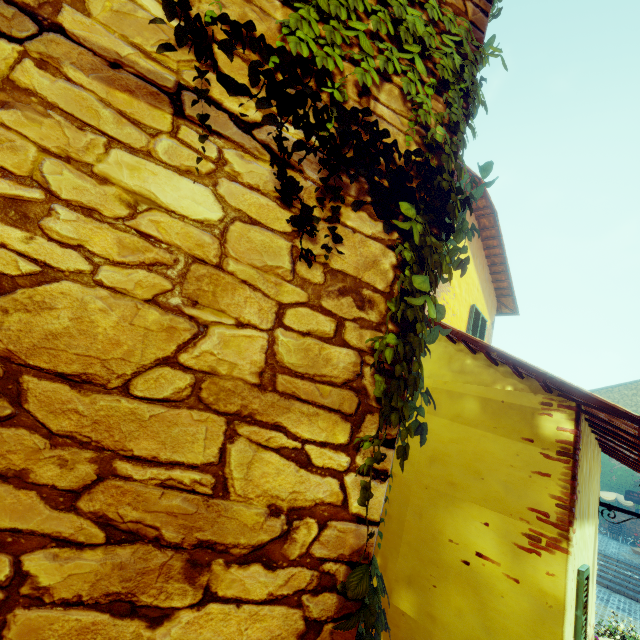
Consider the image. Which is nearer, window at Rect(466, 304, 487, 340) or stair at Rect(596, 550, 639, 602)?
window at Rect(466, 304, 487, 340)

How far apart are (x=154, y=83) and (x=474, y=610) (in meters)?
4.49

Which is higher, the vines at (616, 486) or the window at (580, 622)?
the vines at (616, 486)

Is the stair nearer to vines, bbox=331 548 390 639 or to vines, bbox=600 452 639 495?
vines, bbox=331 548 390 639

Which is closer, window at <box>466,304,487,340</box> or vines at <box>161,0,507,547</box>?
vines at <box>161,0,507,547</box>

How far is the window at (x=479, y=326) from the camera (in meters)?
8.31

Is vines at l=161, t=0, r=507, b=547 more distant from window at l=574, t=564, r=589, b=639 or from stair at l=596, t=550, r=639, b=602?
window at l=574, t=564, r=589, b=639

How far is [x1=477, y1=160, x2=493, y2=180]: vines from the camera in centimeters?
143cm
